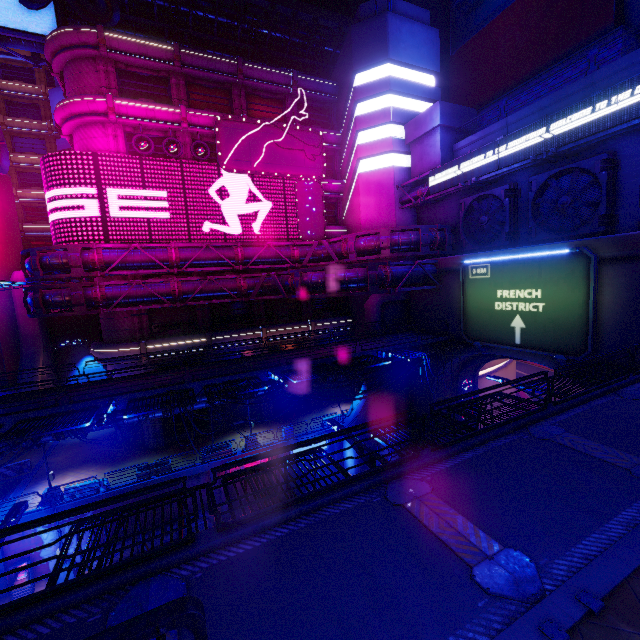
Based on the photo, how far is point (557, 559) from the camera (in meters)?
5.11

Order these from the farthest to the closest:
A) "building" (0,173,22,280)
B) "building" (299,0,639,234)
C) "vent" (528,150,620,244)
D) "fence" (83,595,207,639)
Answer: "building" (0,173,22,280) → "building" (299,0,639,234) → "vent" (528,150,620,244) → "fence" (83,595,207,639)

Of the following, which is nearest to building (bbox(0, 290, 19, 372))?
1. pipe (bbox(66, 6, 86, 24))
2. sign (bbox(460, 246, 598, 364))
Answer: pipe (bbox(66, 6, 86, 24))

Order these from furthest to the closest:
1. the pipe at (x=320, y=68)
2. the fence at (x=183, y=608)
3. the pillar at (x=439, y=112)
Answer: the pipe at (x=320, y=68) < the pillar at (x=439, y=112) < the fence at (x=183, y=608)

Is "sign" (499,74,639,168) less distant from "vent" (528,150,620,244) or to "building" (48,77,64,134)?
"vent" (528,150,620,244)

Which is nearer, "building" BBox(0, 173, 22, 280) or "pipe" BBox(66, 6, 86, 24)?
"pipe" BBox(66, 6, 86, 24)

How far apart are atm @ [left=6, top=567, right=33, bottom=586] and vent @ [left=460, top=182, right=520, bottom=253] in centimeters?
3547cm

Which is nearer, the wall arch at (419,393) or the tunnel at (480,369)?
the wall arch at (419,393)
